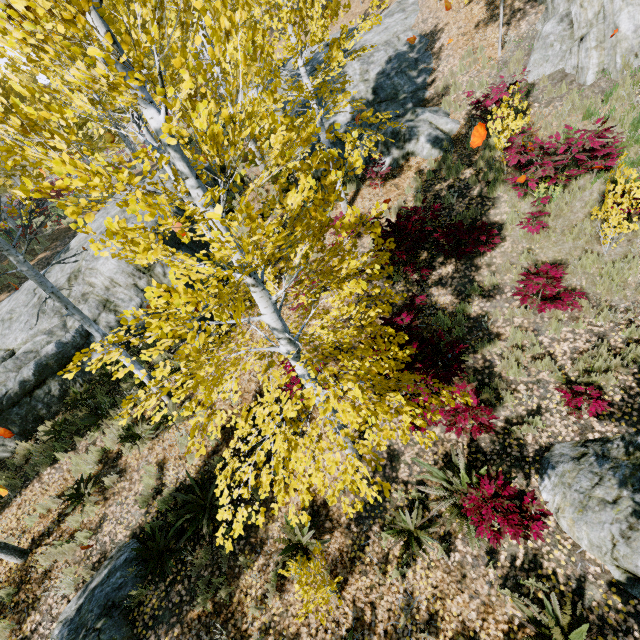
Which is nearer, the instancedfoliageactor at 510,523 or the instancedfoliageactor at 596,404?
the instancedfoliageactor at 510,523

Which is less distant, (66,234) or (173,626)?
(173,626)

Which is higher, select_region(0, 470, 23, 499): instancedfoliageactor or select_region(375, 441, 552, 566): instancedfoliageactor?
select_region(0, 470, 23, 499): instancedfoliageactor

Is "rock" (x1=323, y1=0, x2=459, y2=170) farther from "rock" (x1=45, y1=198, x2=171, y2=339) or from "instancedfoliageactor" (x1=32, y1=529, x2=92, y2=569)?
"rock" (x1=45, y1=198, x2=171, y2=339)

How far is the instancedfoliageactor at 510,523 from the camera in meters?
4.4

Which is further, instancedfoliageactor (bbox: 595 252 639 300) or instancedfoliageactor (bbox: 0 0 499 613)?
instancedfoliageactor (bbox: 595 252 639 300)

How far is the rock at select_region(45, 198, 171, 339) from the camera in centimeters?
1001cm

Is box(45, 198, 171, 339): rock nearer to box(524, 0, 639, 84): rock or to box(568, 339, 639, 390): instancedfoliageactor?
box(568, 339, 639, 390): instancedfoliageactor
